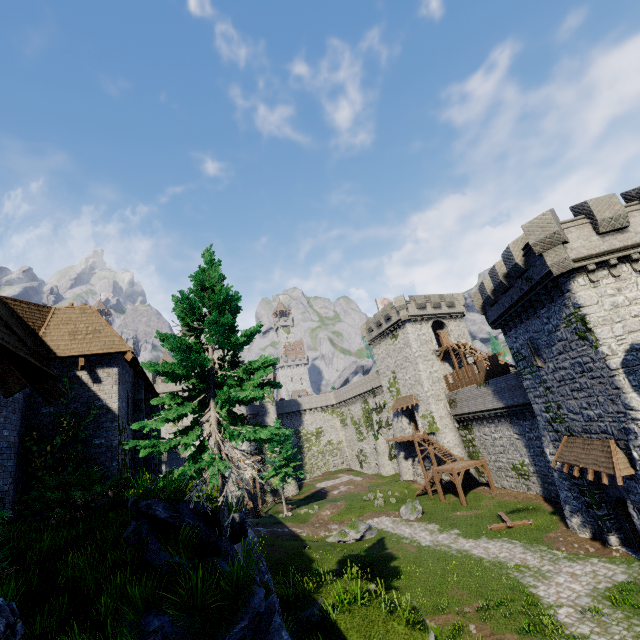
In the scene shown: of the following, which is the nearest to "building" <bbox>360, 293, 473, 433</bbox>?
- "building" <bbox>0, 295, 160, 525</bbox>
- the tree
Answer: "building" <bbox>0, 295, 160, 525</bbox>

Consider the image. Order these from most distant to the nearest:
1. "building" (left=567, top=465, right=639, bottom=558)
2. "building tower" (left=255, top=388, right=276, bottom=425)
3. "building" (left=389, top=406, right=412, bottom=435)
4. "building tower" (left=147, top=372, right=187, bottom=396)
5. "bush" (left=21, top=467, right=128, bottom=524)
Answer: "building tower" (left=255, top=388, right=276, bottom=425), "building tower" (left=147, top=372, right=187, bottom=396), "building" (left=389, top=406, right=412, bottom=435), "building" (left=567, top=465, right=639, bottom=558), "bush" (left=21, top=467, right=128, bottom=524)

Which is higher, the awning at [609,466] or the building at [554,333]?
the building at [554,333]

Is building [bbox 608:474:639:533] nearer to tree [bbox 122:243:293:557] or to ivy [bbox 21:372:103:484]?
tree [bbox 122:243:293:557]

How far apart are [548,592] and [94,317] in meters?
25.0 m

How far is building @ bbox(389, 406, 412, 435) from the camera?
42.88m

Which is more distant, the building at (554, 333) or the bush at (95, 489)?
the building at (554, 333)
